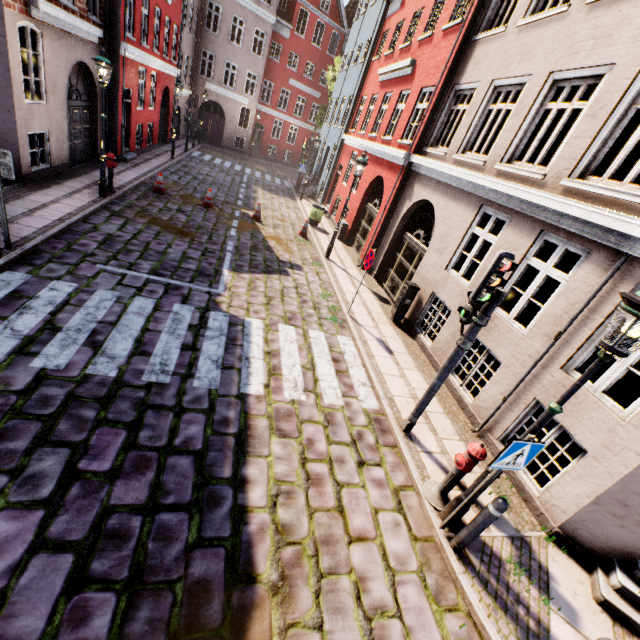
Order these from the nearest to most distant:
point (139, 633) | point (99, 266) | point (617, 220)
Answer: point (139, 633)
point (617, 220)
point (99, 266)

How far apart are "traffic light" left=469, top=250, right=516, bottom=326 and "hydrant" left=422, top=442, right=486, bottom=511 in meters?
1.6

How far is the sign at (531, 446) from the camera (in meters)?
3.51

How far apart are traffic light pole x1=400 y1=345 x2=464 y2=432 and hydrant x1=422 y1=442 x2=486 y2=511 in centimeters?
91cm

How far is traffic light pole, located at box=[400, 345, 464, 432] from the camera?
5.0m

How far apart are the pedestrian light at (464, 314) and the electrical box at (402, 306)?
4.09m

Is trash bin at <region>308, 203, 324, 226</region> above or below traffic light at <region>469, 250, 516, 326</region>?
below

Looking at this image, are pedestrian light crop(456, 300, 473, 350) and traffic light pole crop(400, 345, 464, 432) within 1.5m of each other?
yes
